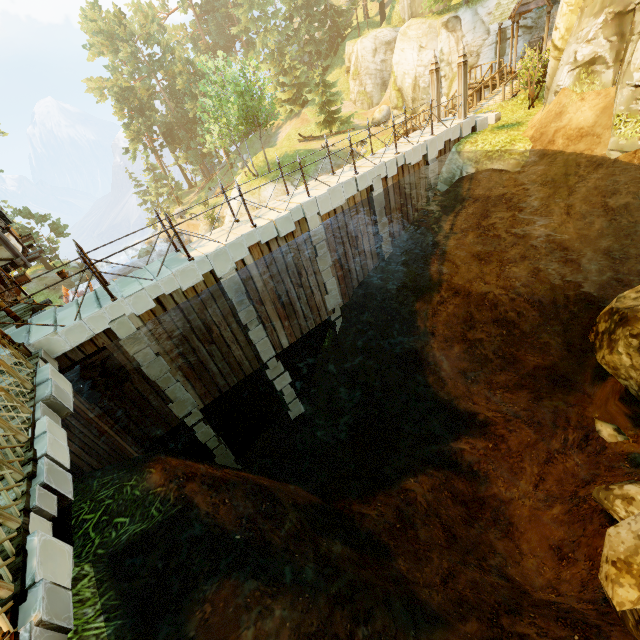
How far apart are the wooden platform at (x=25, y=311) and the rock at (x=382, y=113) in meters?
35.0 m

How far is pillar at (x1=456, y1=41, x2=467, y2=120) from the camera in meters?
13.0 m

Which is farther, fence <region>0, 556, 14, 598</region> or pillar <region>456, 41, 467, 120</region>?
pillar <region>456, 41, 467, 120</region>

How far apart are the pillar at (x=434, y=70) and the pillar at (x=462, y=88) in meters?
1.0 m

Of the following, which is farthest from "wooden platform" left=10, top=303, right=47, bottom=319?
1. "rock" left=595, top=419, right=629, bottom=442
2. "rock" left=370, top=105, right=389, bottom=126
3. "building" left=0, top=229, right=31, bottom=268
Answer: "rock" left=370, top=105, right=389, bottom=126

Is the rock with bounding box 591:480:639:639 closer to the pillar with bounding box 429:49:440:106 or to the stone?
the stone

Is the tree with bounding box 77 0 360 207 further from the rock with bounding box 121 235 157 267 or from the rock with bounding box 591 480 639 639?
the rock with bounding box 591 480 639 639

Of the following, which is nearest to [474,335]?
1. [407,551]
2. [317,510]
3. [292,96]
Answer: [407,551]
